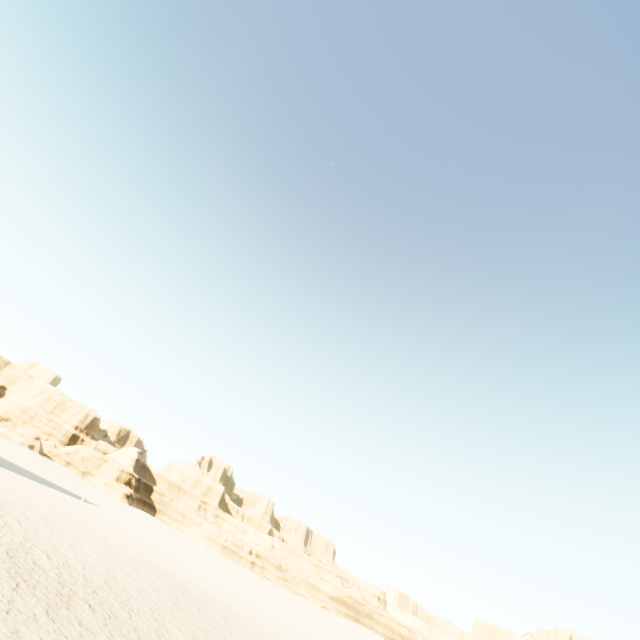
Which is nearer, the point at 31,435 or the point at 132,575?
the point at 132,575
